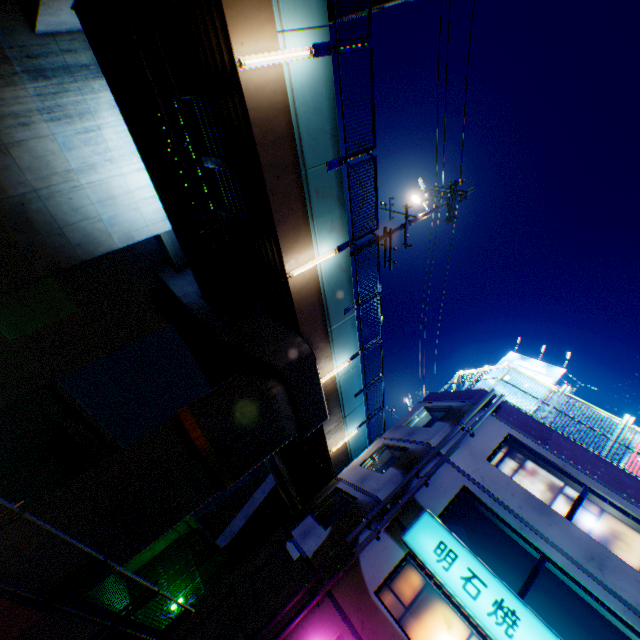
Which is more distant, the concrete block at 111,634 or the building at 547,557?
the building at 547,557

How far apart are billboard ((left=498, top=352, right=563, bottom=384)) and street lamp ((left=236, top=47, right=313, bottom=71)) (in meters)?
15.29

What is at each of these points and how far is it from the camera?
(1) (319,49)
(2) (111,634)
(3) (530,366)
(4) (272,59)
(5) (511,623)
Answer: (1) metal fence, 7.45m
(2) concrete block, 8.19m
(3) billboard, 16.84m
(4) street lamp, 6.84m
(5) sign, 8.55m

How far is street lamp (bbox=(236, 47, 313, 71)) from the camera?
6.6m

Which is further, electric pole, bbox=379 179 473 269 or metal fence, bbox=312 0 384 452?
electric pole, bbox=379 179 473 269

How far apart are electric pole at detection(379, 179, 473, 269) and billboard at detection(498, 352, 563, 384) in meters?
7.9 m

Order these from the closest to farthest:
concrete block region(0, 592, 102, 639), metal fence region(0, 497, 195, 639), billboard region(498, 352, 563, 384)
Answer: metal fence region(0, 497, 195, 639) → concrete block region(0, 592, 102, 639) → billboard region(498, 352, 563, 384)

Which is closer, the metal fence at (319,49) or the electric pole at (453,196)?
the metal fence at (319,49)
